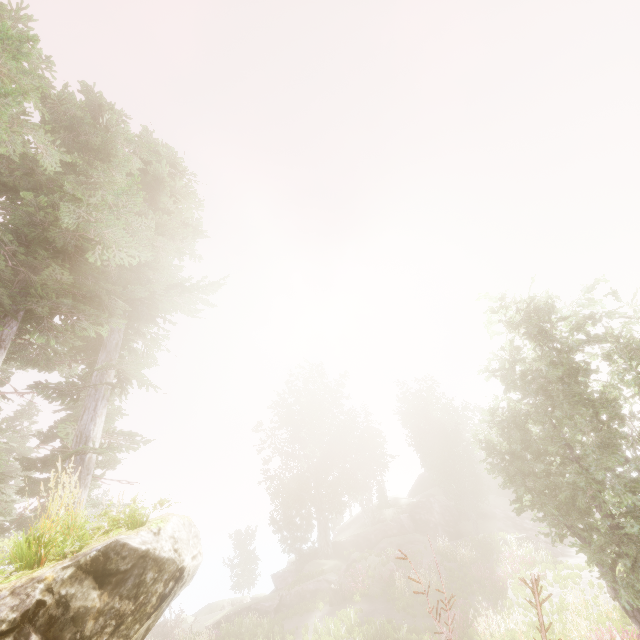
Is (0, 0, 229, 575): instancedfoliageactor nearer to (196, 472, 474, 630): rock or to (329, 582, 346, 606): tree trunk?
(196, 472, 474, 630): rock

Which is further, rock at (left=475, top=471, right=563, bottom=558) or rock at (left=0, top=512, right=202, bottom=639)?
rock at (left=475, top=471, right=563, bottom=558)

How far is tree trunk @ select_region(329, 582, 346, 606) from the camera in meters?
20.4 m

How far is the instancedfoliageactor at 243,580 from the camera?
42.2m

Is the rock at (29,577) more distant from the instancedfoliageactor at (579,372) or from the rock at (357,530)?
the rock at (357,530)

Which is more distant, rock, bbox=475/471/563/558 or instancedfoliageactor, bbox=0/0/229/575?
rock, bbox=475/471/563/558

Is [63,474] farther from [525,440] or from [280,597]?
[280,597]

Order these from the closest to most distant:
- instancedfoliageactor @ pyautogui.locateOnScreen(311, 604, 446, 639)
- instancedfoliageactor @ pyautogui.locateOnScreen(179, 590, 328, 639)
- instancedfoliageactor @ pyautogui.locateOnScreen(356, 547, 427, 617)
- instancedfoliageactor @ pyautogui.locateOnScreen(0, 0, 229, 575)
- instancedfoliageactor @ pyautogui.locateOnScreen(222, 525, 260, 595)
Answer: instancedfoliageactor @ pyautogui.locateOnScreen(0, 0, 229, 575)
instancedfoliageactor @ pyautogui.locateOnScreen(311, 604, 446, 639)
instancedfoliageactor @ pyautogui.locateOnScreen(179, 590, 328, 639)
instancedfoliageactor @ pyautogui.locateOnScreen(356, 547, 427, 617)
instancedfoliageactor @ pyautogui.locateOnScreen(222, 525, 260, 595)
